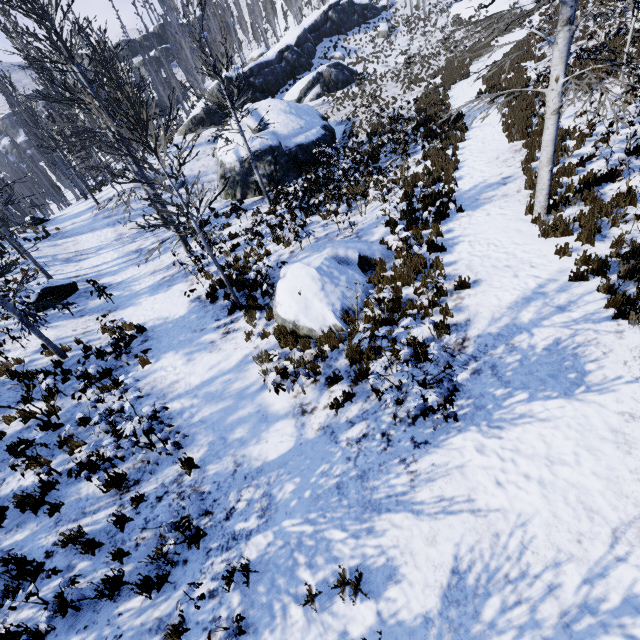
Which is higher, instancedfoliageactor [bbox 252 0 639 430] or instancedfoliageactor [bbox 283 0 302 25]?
instancedfoliageactor [bbox 283 0 302 25]

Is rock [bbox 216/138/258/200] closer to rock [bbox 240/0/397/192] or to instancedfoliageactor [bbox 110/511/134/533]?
instancedfoliageactor [bbox 110/511/134/533]

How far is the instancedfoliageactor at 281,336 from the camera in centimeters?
724cm

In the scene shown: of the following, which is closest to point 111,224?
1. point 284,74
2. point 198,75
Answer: point 284,74

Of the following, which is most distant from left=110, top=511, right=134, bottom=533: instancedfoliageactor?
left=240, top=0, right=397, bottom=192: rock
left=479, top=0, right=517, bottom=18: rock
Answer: left=240, top=0, right=397, bottom=192: rock

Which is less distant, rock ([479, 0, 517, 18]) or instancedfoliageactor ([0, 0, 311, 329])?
instancedfoliageactor ([0, 0, 311, 329])

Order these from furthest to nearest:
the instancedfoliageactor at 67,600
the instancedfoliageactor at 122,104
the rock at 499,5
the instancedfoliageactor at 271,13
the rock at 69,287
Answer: the instancedfoliageactor at 271,13 → the rock at 499,5 → the rock at 69,287 → the instancedfoliageactor at 122,104 → the instancedfoliageactor at 67,600

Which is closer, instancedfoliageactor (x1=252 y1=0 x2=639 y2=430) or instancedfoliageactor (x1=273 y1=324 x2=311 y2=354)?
instancedfoliageactor (x1=252 y1=0 x2=639 y2=430)
